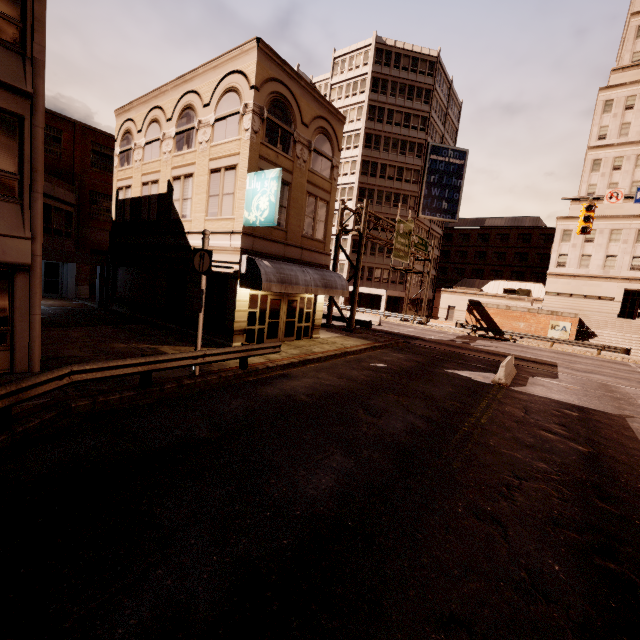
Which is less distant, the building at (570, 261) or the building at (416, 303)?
the building at (570, 261)

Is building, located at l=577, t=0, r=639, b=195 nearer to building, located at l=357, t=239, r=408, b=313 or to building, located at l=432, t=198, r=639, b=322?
building, located at l=432, t=198, r=639, b=322

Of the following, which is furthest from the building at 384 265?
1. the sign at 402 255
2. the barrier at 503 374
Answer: the barrier at 503 374

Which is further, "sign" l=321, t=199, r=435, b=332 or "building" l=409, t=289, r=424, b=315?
"building" l=409, t=289, r=424, b=315

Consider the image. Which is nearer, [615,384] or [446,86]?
[615,384]

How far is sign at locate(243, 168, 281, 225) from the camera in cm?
1327

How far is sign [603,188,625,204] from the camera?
15.8m

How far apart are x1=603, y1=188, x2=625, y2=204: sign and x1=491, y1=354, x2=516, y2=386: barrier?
8.7m
